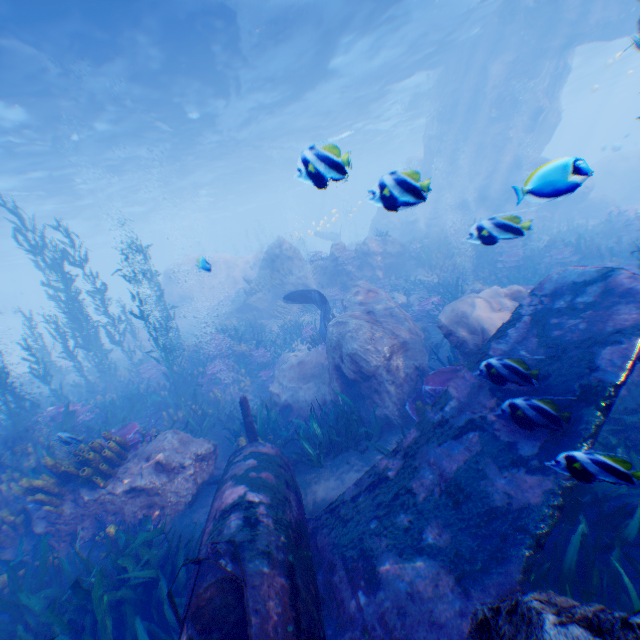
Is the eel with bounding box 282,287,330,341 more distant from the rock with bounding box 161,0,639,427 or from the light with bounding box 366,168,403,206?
→ the light with bounding box 366,168,403,206

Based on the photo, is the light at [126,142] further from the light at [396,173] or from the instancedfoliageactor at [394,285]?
the light at [396,173]

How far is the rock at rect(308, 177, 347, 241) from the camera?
2.9m

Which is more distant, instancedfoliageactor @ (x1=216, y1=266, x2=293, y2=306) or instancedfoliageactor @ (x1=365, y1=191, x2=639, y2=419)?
instancedfoliageactor @ (x1=216, y1=266, x2=293, y2=306)

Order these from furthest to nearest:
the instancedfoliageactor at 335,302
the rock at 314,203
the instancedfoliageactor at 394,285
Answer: the instancedfoliageactor at 335,302 → the instancedfoliageactor at 394,285 → the rock at 314,203

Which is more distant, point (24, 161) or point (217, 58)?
point (24, 161)

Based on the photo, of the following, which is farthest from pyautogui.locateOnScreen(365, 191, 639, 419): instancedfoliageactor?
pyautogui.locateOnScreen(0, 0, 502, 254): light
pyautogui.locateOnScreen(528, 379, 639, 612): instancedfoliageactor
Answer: pyautogui.locateOnScreen(0, 0, 502, 254): light

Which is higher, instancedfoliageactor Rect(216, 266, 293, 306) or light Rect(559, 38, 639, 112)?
light Rect(559, 38, 639, 112)
